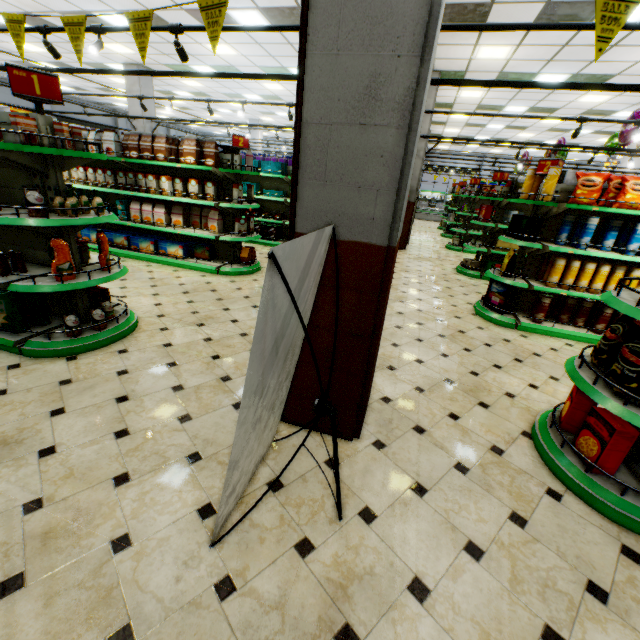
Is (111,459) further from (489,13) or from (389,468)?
(489,13)

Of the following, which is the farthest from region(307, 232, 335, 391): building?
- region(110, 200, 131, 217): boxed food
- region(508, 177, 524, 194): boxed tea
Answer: region(508, 177, 524, 194): boxed tea

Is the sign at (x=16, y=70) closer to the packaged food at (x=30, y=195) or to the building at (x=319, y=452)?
the packaged food at (x=30, y=195)

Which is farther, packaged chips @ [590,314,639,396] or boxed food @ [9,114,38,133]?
boxed food @ [9,114,38,133]

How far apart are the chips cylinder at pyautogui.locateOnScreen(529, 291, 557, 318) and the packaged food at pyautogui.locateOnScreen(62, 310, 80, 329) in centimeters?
619cm

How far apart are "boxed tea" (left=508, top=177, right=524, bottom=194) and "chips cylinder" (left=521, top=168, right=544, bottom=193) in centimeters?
240cm

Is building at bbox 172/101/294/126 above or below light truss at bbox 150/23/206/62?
above

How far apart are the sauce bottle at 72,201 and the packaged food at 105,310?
1.0 meters
